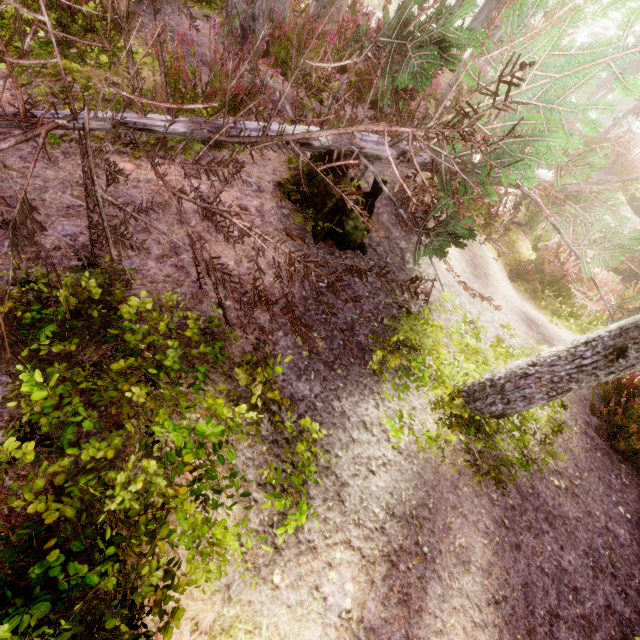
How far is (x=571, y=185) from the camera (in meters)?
7.91

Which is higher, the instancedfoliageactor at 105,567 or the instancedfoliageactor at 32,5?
the instancedfoliageactor at 105,567

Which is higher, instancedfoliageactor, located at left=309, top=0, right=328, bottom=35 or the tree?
the tree

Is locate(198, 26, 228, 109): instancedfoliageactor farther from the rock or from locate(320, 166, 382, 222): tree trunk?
locate(320, 166, 382, 222): tree trunk

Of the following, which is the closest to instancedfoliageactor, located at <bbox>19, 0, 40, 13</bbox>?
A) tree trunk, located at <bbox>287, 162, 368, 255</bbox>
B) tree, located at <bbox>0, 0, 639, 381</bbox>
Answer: tree, located at <bbox>0, 0, 639, 381</bbox>

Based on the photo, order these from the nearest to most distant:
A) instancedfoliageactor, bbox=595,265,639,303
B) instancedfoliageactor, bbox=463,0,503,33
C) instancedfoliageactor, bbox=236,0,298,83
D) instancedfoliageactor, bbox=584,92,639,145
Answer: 1. instancedfoliageactor, bbox=236,0,298,83
2. instancedfoliageactor, bbox=595,265,639,303
3. instancedfoliageactor, bbox=584,92,639,145
4. instancedfoliageactor, bbox=463,0,503,33

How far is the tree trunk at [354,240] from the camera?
3.7m

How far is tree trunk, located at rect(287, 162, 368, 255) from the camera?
3.68m
